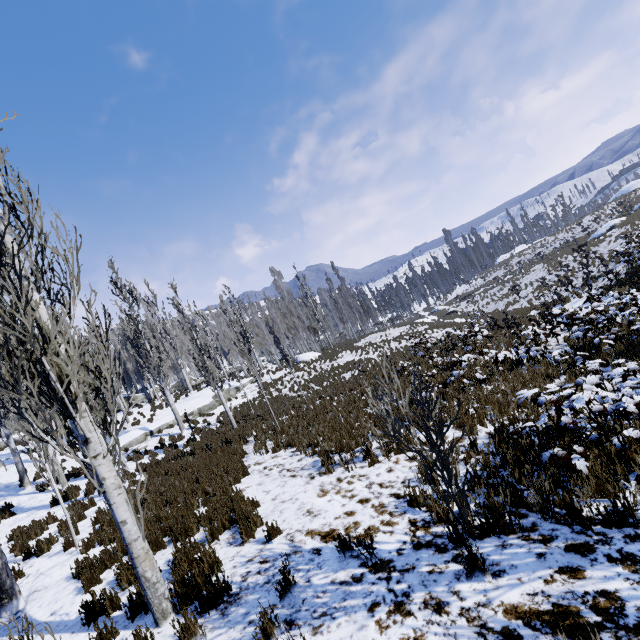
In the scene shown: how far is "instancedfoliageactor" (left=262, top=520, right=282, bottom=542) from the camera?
5.2 meters

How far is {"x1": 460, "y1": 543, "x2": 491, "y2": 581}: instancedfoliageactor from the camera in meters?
3.3

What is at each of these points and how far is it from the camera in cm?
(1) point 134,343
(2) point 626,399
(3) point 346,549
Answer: (1) instancedfoliageactor, 2006
(2) instancedfoliageactor, 552
(3) instancedfoliageactor, 432

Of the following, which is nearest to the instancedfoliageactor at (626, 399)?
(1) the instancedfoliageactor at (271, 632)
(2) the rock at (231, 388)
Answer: (2) the rock at (231, 388)

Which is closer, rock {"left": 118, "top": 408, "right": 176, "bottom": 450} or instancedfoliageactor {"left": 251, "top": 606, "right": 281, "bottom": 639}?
instancedfoliageactor {"left": 251, "top": 606, "right": 281, "bottom": 639}

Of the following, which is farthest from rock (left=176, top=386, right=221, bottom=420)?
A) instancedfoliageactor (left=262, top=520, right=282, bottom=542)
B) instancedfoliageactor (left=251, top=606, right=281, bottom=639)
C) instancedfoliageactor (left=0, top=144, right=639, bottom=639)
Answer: instancedfoliageactor (left=251, top=606, right=281, bottom=639)

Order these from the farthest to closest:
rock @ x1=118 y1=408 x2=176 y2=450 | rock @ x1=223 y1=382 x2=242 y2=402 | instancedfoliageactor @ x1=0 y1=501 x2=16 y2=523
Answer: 1. rock @ x1=223 y1=382 x2=242 y2=402
2. rock @ x1=118 y1=408 x2=176 y2=450
3. instancedfoliageactor @ x1=0 y1=501 x2=16 y2=523
